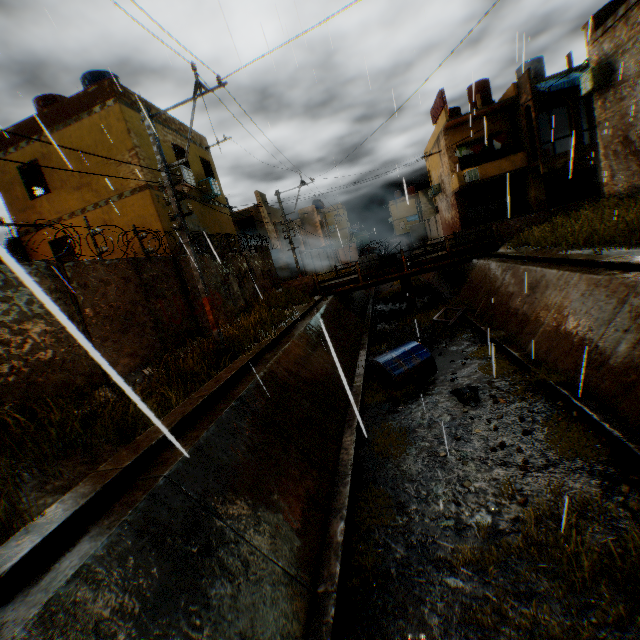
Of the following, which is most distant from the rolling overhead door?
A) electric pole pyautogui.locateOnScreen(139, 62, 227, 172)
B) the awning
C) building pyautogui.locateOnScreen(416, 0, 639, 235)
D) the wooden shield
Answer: electric pole pyautogui.locateOnScreen(139, 62, 227, 172)

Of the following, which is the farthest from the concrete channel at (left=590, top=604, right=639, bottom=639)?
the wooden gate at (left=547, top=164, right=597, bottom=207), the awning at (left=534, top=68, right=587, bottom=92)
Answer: the wooden gate at (left=547, top=164, right=597, bottom=207)

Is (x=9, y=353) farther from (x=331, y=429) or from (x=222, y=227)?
(x=222, y=227)

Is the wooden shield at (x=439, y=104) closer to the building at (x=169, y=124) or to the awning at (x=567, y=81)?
the building at (x=169, y=124)

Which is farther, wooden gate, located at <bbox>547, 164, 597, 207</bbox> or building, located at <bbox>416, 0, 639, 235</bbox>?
wooden gate, located at <bbox>547, 164, 597, 207</bbox>

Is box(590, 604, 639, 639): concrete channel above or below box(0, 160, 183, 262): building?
below

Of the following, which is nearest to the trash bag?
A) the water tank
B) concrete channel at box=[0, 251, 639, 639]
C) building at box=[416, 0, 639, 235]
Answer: concrete channel at box=[0, 251, 639, 639]

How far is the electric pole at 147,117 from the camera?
7.9 meters
